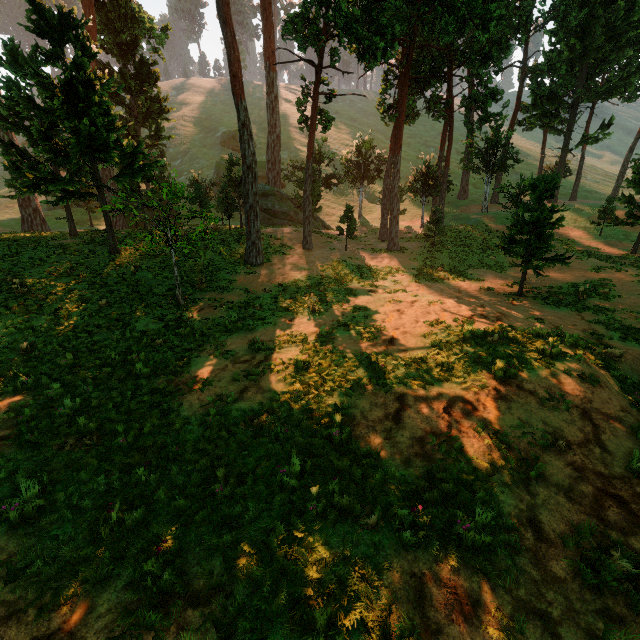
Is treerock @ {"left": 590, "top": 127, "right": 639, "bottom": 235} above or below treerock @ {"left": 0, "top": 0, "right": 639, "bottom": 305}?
above

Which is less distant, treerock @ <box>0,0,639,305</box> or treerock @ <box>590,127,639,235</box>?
treerock @ <box>0,0,639,305</box>

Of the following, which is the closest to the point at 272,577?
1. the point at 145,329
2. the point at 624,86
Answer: the point at 145,329

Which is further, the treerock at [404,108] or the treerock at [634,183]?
the treerock at [634,183]

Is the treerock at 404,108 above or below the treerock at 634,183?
below
